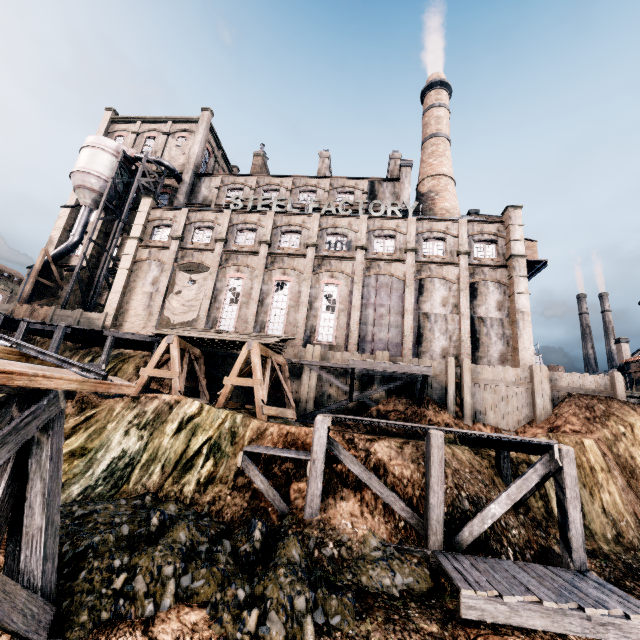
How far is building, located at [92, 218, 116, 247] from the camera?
37.8m

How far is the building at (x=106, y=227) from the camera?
37.8m

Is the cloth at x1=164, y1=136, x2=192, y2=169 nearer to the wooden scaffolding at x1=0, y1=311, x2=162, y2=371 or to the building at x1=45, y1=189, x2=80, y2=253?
the building at x1=45, y1=189, x2=80, y2=253

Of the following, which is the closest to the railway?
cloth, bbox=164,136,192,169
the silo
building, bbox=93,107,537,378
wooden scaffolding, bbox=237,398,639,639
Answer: A: wooden scaffolding, bbox=237,398,639,639

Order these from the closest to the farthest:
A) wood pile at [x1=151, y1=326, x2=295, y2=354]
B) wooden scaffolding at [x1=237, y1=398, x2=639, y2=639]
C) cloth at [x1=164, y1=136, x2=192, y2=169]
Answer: wooden scaffolding at [x1=237, y1=398, x2=639, y2=639], wood pile at [x1=151, y1=326, x2=295, y2=354], cloth at [x1=164, y1=136, x2=192, y2=169]

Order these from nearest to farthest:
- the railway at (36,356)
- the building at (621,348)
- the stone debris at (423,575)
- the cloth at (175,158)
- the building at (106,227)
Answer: the railway at (36,356) < the stone debris at (423,575) < the building at (106,227) < the cloth at (175,158) < the building at (621,348)

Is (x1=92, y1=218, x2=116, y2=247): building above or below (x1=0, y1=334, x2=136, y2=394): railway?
above

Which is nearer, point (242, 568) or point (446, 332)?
point (242, 568)
